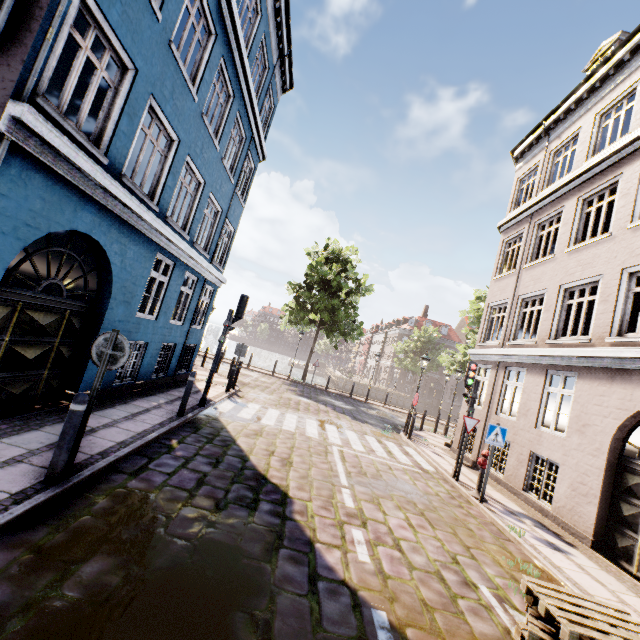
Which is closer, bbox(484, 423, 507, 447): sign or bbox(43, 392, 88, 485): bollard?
bbox(43, 392, 88, 485): bollard

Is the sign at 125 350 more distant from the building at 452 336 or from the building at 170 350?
the building at 452 336

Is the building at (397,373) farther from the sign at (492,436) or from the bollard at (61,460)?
the bollard at (61,460)

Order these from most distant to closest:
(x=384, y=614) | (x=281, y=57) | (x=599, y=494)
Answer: (x=281, y=57), (x=599, y=494), (x=384, y=614)

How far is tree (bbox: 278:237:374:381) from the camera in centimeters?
2266cm

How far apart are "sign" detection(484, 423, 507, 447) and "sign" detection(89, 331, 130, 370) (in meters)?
8.02

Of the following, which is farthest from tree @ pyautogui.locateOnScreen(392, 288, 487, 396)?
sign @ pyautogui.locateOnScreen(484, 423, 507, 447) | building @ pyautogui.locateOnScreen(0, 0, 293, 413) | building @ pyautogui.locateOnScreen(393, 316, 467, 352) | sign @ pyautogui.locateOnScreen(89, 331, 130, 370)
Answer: sign @ pyautogui.locateOnScreen(89, 331, 130, 370)

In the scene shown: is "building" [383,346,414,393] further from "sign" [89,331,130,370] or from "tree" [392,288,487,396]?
"sign" [89,331,130,370]
